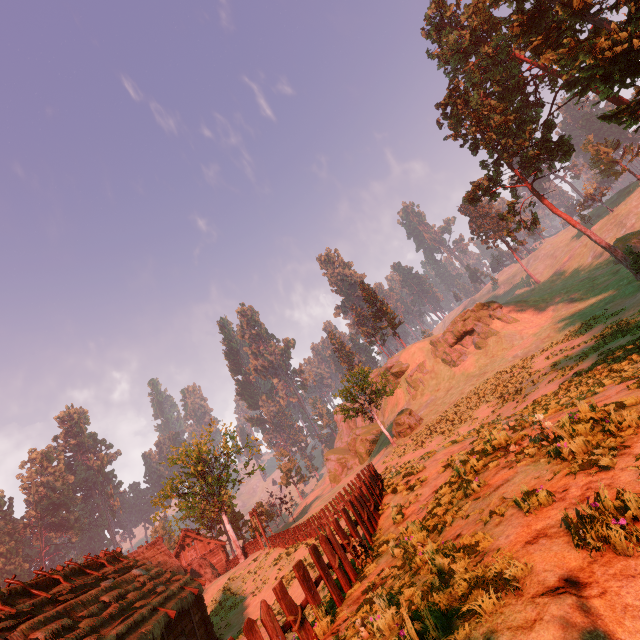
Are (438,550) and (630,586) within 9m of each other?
yes

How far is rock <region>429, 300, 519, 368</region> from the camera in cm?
4488

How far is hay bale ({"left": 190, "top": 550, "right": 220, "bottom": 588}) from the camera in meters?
36.2 m

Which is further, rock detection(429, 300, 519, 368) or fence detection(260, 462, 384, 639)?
rock detection(429, 300, 519, 368)

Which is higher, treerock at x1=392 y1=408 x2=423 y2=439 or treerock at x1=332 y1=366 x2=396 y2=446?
treerock at x1=332 y1=366 x2=396 y2=446

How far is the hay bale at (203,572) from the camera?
36.2m

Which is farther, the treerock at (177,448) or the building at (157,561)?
the treerock at (177,448)

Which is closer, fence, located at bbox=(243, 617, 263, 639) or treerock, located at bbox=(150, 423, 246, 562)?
fence, located at bbox=(243, 617, 263, 639)
